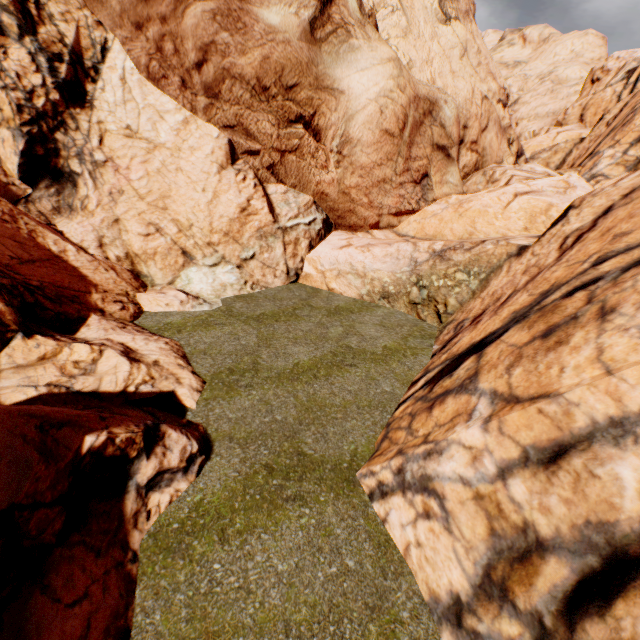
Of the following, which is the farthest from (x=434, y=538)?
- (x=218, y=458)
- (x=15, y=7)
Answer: (x=15, y=7)
